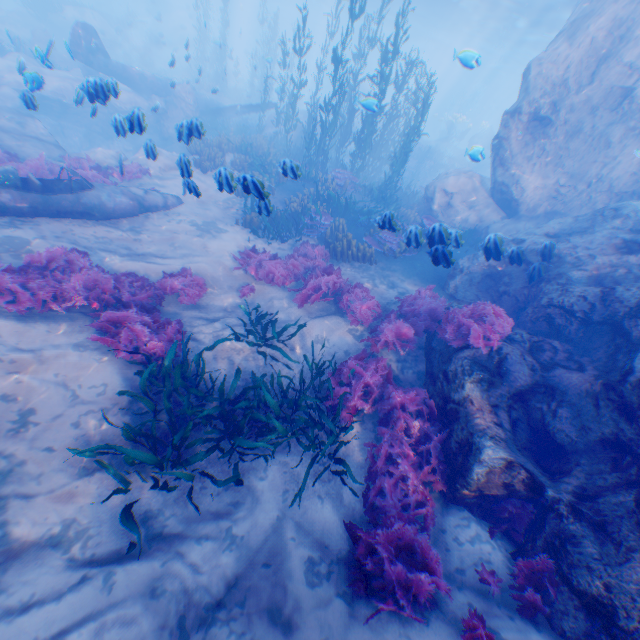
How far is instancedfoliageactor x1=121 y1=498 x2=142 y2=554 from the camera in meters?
3.9 m

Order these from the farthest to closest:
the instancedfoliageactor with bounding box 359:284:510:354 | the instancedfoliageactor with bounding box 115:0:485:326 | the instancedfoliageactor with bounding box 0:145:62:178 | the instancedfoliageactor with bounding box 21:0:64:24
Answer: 1. the instancedfoliageactor with bounding box 21:0:64:24
2. the instancedfoliageactor with bounding box 0:145:62:178
3. the instancedfoliageactor with bounding box 115:0:485:326
4. the instancedfoliageactor with bounding box 359:284:510:354

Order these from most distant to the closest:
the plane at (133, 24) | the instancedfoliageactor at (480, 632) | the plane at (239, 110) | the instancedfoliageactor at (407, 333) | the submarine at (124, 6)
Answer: the submarine at (124, 6), the plane at (133, 24), the plane at (239, 110), the instancedfoliageactor at (407, 333), the instancedfoliageactor at (480, 632)

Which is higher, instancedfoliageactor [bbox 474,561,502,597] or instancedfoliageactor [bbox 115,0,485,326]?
instancedfoliageactor [bbox 474,561,502,597]

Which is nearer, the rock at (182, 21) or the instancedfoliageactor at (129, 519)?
the instancedfoliageactor at (129, 519)

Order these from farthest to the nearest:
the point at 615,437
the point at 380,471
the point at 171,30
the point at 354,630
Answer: the point at 171,30 → the point at 380,471 → the point at 615,437 → the point at 354,630

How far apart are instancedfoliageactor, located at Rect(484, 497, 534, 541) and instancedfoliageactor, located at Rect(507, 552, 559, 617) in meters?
0.3
